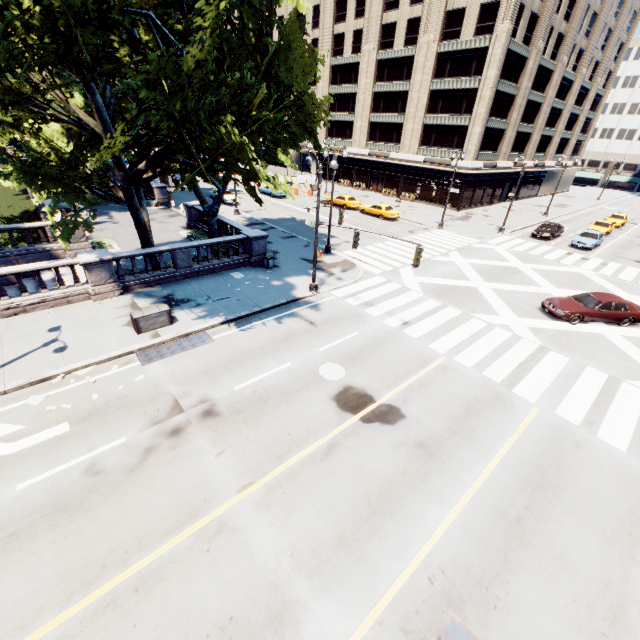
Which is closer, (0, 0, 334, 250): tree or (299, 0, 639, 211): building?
(0, 0, 334, 250): tree

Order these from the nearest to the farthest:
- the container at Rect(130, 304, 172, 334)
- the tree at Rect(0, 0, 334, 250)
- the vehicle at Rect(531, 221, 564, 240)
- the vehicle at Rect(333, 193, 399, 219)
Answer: the tree at Rect(0, 0, 334, 250)
the container at Rect(130, 304, 172, 334)
the vehicle at Rect(531, 221, 564, 240)
the vehicle at Rect(333, 193, 399, 219)

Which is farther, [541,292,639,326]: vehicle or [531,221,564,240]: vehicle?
[531,221,564,240]: vehicle

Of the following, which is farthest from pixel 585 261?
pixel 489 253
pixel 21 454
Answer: pixel 21 454

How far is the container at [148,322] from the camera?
14.02m

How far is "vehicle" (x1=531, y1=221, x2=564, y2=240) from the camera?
33.4 meters

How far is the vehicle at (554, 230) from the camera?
33.44m

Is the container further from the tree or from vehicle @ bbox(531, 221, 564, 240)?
vehicle @ bbox(531, 221, 564, 240)
